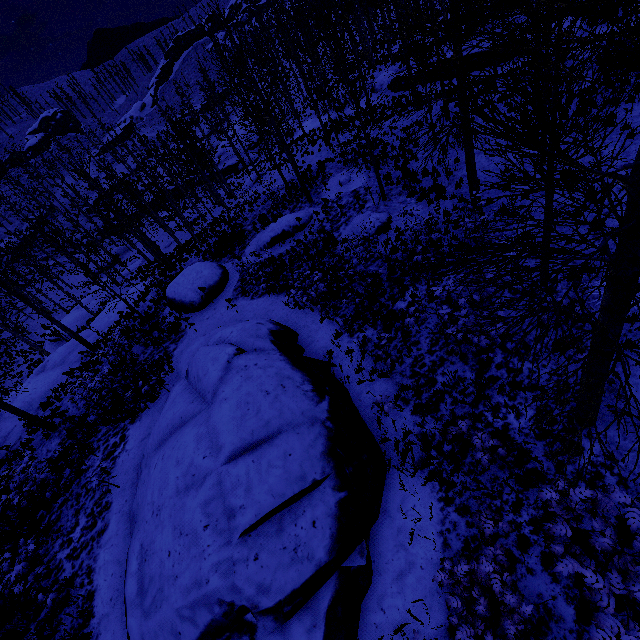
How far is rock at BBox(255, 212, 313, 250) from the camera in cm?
1773

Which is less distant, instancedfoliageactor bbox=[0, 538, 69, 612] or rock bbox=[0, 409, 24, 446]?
instancedfoliageactor bbox=[0, 538, 69, 612]

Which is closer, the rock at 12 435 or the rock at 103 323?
the rock at 12 435

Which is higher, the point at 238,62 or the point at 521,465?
the point at 238,62

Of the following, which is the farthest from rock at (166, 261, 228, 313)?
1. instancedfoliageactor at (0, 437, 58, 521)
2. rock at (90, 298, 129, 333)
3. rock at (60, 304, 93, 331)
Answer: rock at (60, 304, 93, 331)

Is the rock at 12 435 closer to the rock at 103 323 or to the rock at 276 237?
the rock at 103 323

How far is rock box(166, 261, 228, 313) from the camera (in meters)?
16.73

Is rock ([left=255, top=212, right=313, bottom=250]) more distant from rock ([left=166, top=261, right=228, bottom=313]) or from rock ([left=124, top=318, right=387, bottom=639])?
rock ([left=124, top=318, right=387, bottom=639])
